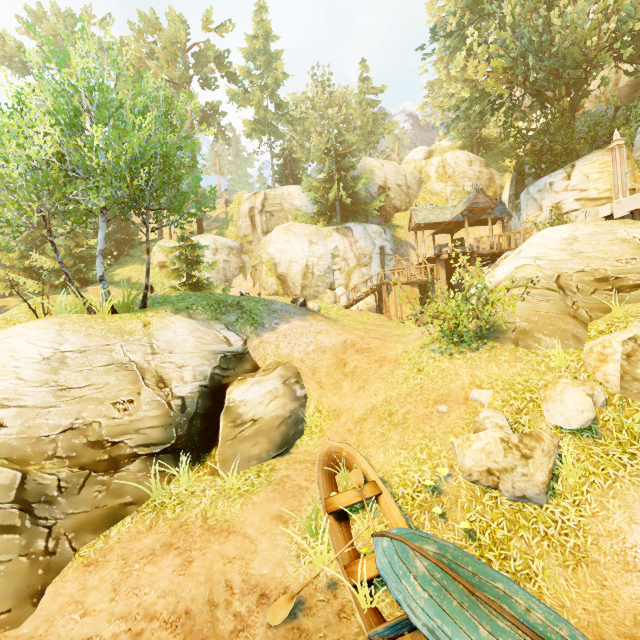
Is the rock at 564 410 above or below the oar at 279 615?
above

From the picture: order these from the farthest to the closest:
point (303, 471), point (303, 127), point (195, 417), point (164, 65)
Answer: point (303, 127)
point (164, 65)
point (195, 417)
point (303, 471)

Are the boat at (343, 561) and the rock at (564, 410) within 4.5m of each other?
yes

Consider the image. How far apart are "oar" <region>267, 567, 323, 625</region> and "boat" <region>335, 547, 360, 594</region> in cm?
1

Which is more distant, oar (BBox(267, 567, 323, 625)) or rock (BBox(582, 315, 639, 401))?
rock (BBox(582, 315, 639, 401))

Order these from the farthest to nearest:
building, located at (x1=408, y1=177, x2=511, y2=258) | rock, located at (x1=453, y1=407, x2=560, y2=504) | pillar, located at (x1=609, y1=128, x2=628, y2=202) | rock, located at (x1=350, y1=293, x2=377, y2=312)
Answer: rock, located at (x1=350, y1=293, x2=377, y2=312) < building, located at (x1=408, y1=177, x2=511, y2=258) < pillar, located at (x1=609, y1=128, x2=628, y2=202) < rock, located at (x1=453, y1=407, x2=560, y2=504)

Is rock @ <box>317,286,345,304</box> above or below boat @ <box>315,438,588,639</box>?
above

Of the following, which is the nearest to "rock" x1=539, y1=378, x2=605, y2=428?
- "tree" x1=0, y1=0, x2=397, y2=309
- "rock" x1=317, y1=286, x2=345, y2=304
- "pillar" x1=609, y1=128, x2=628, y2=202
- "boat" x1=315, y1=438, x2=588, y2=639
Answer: "boat" x1=315, y1=438, x2=588, y2=639
